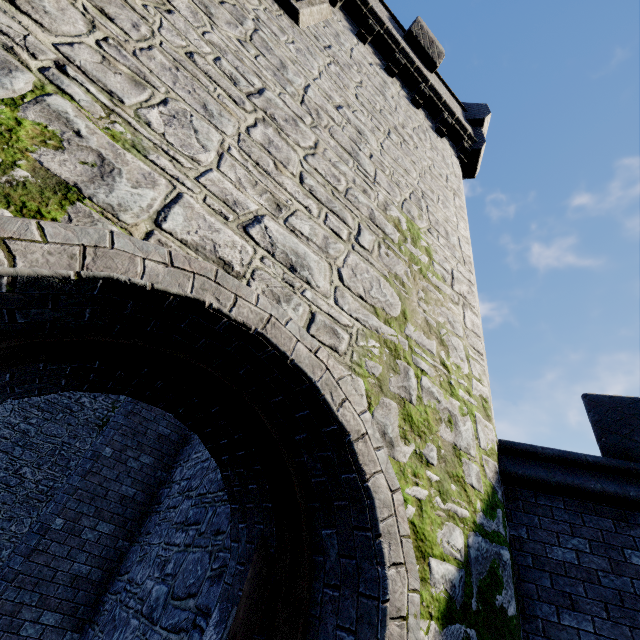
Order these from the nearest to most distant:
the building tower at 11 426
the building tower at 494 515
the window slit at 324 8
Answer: the building tower at 494 515, the building tower at 11 426, the window slit at 324 8

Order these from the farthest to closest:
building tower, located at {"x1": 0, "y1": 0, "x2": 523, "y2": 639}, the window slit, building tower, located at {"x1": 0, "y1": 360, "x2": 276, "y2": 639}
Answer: the window slit → building tower, located at {"x1": 0, "y1": 360, "x2": 276, "y2": 639} → building tower, located at {"x1": 0, "y1": 0, "x2": 523, "y2": 639}

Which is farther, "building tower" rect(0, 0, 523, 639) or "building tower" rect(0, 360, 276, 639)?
"building tower" rect(0, 360, 276, 639)

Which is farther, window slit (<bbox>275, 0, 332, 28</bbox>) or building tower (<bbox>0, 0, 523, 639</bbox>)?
window slit (<bbox>275, 0, 332, 28</bbox>)

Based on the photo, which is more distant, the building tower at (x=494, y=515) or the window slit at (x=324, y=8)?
the window slit at (x=324, y=8)

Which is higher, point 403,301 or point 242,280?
point 403,301

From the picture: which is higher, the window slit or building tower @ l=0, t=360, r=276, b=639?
the window slit
